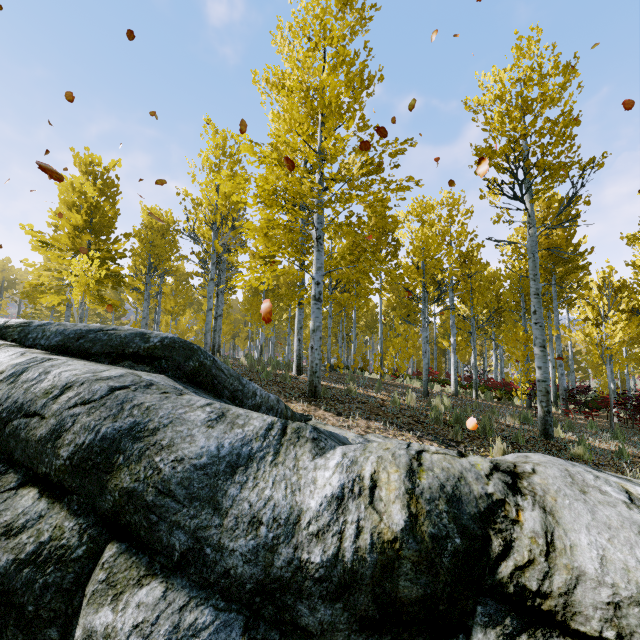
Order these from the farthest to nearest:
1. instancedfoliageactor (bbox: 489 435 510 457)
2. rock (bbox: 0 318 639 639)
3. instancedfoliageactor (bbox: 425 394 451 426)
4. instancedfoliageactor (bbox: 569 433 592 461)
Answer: instancedfoliageactor (bbox: 425 394 451 426) < instancedfoliageactor (bbox: 569 433 592 461) < instancedfoliageactor (bbox: 489 435 510 457) < rock (bbox: 0 318 639 639)

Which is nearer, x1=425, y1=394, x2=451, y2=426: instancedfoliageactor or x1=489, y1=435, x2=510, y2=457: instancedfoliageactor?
x1=489, y1=435, x2=510, y2=457: instancedfoliageactor

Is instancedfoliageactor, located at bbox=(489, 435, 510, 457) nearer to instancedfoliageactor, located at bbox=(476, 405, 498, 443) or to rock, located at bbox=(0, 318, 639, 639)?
rock, located at bbox=(0, 318, 639, 639)

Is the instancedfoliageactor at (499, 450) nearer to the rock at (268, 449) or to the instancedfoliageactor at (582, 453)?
the rock at (268, 449)

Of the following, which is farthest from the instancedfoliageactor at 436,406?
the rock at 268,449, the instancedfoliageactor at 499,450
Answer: the instancedfoliageactor at 499,450

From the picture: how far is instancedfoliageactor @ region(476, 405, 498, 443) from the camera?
6.2 meters

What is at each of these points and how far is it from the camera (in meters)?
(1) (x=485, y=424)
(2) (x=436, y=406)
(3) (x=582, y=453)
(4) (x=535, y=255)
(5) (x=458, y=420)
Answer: (1) instancedfoliageactor, 6.31
(2) instancedfoliageactor, 6.88
(3) instancedfoliageactor, 5.80
(4) instancedfoliageactor, 7.27
(5) instancedfoliageactor, 6.63
